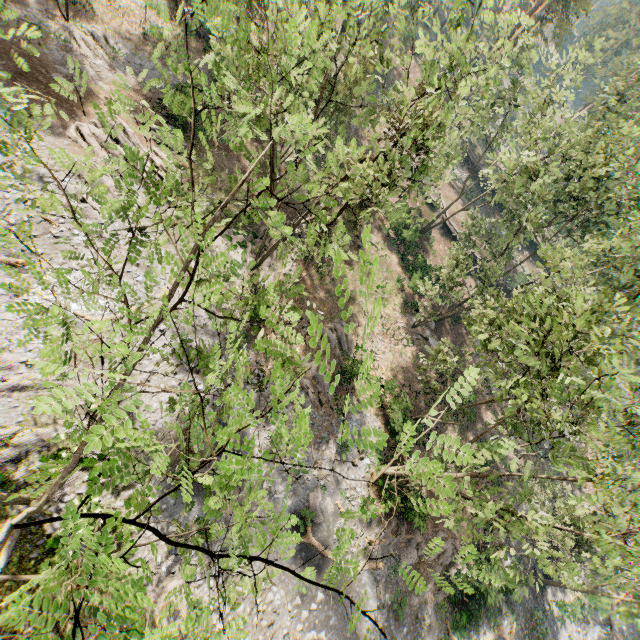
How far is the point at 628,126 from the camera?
25.73m

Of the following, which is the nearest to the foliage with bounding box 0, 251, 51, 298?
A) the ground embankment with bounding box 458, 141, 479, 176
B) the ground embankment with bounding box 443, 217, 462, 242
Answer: the ground embankment with bounding box 443, 217, 462, 242

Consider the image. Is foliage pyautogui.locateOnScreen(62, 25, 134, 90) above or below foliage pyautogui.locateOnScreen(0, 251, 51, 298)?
below

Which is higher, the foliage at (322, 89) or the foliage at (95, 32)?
the foliage at (322, 89)

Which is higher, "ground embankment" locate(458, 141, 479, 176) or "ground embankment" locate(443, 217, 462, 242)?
"ground embankment" locate(458, 141, 479, 176)

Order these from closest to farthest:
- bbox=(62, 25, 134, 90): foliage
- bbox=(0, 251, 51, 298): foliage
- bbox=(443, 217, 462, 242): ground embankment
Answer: bbox=(0, 251, 51, 298): foliage
bbox=(62, 25, 134, 90): foliage
bbox=(443, 217, 462, 242): ground embankment

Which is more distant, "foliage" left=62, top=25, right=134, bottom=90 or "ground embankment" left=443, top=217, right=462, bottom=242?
"ground embankment" left=443, top=217, right=462, bottom=242

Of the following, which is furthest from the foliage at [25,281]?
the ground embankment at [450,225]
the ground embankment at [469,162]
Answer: the ground embankment at [469,162]
